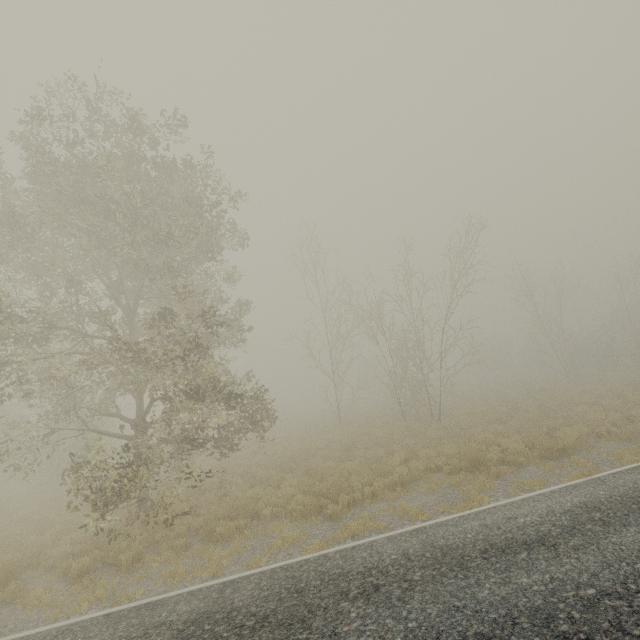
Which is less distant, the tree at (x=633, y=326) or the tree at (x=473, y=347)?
the tree at (x=473, y=347)

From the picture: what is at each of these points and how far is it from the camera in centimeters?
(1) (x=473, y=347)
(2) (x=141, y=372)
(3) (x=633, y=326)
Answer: (1) tree, 1922cm
(2) tree, 891cm
(3) tree, 2992cm

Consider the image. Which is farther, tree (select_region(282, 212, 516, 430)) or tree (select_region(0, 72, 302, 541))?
tree (select_region(282, 212, 516, 430))

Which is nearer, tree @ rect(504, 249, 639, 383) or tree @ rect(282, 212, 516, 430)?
tree @ rect(282, 212, 516, 430)

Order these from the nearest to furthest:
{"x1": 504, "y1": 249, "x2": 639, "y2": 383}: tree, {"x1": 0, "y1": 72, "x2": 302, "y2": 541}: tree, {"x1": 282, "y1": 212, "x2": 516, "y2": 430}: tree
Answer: {"x1": 0, "y1": 72, "x2": 302, "y2": 541}: tree, {"x1": 282, "y1": 212, "x2": 516, "y2": 430}: tree, {"x1": 504, "y1": 249, "x2": 639, "y2": 383}: tree

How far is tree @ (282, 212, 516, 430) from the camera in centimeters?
1978cm
